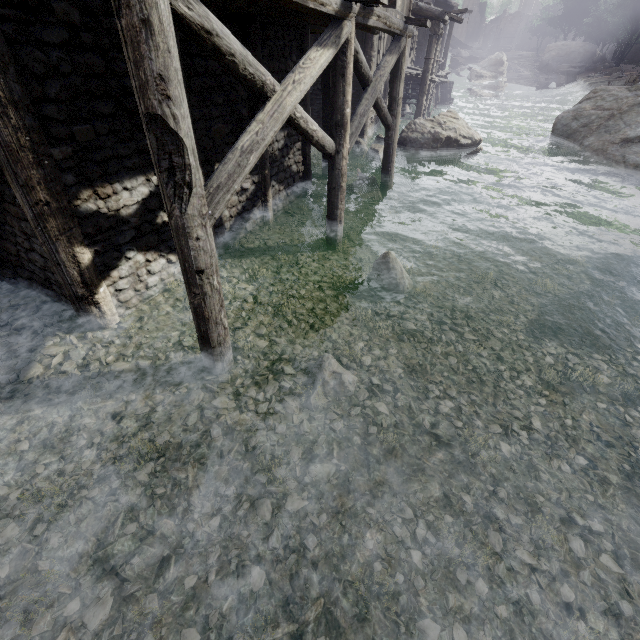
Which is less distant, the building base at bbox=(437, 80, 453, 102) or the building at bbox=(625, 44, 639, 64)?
the building base at bbox=(437, 80, 453, 102)

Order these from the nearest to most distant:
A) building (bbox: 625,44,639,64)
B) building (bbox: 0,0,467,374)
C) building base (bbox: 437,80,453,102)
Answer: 1. building (bbox: 0,0,467,374)
2. building base (bbox: 437,80,453,102)
3. building (bbox: 625,44,639,64)

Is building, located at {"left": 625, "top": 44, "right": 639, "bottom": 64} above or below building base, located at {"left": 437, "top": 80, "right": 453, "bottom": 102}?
above

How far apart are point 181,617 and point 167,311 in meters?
4.4 m

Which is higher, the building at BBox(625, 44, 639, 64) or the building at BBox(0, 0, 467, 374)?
the building at BBox(625, 44, 639, 64)

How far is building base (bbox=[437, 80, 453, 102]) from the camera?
28.5 meters

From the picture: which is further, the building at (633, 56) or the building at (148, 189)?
the building at (633, 56)

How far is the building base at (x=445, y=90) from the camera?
28.53m
